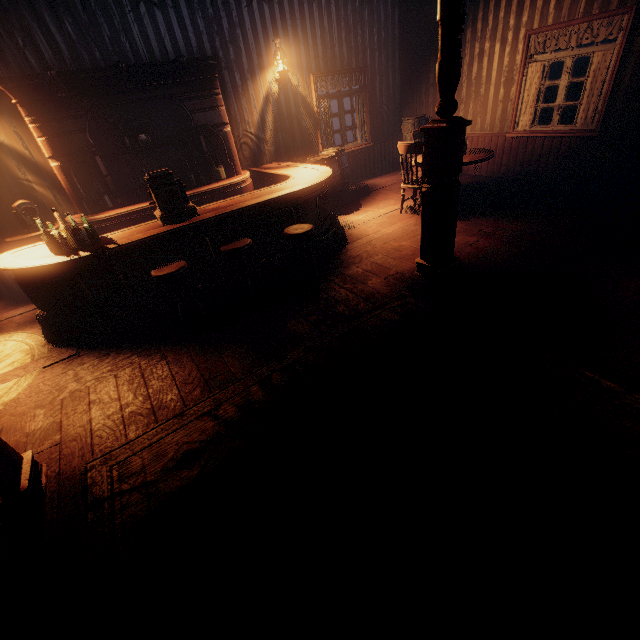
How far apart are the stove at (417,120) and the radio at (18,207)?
7.63m

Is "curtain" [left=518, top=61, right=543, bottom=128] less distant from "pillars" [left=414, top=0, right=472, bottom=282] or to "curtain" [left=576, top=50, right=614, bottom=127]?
"curtain" [left=576, top=50, right=614, bottom=127]

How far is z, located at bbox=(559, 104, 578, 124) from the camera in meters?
17.2 m

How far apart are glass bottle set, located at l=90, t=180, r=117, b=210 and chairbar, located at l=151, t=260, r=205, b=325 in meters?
2.8 m

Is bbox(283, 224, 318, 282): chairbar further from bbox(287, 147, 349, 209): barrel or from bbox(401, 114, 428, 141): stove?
bbox(401, 114, 428, 141): stove

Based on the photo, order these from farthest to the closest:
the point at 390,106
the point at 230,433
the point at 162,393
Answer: the point at 390,106 < the point at 162,393 < the point at 230,433

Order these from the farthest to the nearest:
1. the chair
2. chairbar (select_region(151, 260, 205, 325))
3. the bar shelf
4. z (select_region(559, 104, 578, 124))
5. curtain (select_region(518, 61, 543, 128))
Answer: z (select_region(559, 104, 578, 124)), curtain (select_region(518, 61, 543, 128)), the chair, the bar shelf, chairbar (select_region(151, 260, 205, 325))

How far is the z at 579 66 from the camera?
35.1 meters
